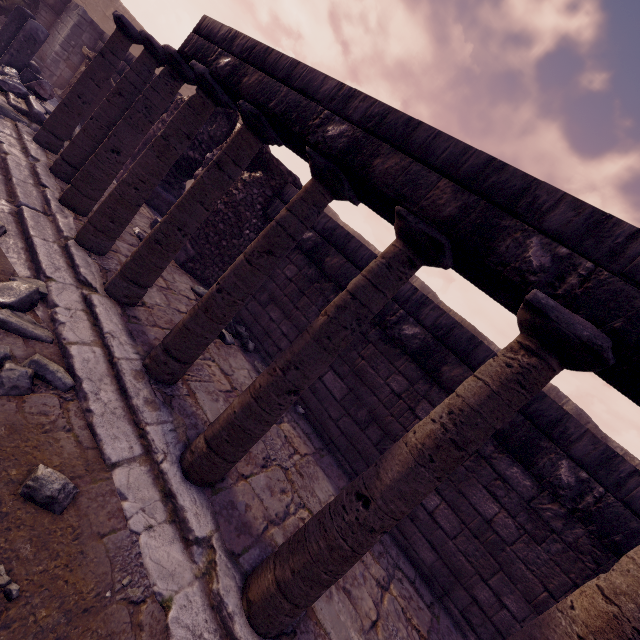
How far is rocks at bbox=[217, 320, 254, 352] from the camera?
4.9m

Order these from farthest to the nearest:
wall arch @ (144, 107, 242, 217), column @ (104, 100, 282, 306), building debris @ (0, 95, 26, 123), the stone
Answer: wall arch @ (144, 107, 242, 217), building debris @ (0, 95, 26, 123), column @ (104, 100, 282, 306), the stone

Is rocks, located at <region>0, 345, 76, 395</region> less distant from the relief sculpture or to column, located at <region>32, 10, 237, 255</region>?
column, located at <region>32, 10, 237, 255</region>

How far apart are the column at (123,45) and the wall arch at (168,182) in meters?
1.5

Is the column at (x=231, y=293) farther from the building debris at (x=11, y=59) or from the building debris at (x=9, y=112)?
the building debris at (x=11, y=59)

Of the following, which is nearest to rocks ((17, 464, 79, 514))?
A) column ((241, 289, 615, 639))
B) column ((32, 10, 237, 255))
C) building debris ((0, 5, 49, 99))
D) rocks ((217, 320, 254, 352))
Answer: column ((241, 289, 615, 639))

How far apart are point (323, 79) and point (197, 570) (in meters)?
3.84

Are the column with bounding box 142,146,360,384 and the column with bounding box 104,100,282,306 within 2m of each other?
yes
